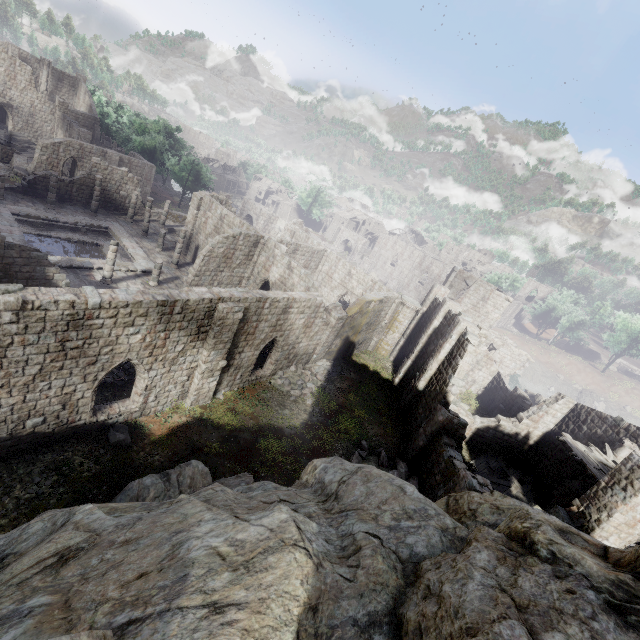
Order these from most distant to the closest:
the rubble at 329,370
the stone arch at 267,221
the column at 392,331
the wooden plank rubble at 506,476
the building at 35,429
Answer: the stone arch at 267,221, the column at 392,331, the rubble at 329,370, the wooden plank rubble at 506,476, the building at 35,429

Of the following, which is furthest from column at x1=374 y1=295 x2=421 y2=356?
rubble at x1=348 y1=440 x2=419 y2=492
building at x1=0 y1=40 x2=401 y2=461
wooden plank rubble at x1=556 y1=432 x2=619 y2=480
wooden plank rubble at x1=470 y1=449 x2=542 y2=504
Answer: wooden plank rubble at x1=556 y1=432 x2=619 y2=480

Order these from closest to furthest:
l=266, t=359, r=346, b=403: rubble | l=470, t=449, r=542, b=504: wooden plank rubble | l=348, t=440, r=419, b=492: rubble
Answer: l=348, t=440, r=419, b=492: rubble, l=470, t=449, r=542, b=504: wooden plank rubble, l=266, t=359, r=346, b=403: rubble

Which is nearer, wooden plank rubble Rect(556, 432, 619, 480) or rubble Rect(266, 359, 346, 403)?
wooden plank rubble Rect(556, 432, 619, 480)

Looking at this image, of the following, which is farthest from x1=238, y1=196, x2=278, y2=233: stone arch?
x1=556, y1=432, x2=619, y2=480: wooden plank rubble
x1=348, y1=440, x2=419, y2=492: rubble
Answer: x1=556, y1=432, x2=619, y2=480: wooden plank rubble

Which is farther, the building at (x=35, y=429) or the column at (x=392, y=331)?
the column at (x=392, y=331)

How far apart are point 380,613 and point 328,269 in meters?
32.5 m

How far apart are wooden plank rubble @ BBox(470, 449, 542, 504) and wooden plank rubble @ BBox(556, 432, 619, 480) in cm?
499
